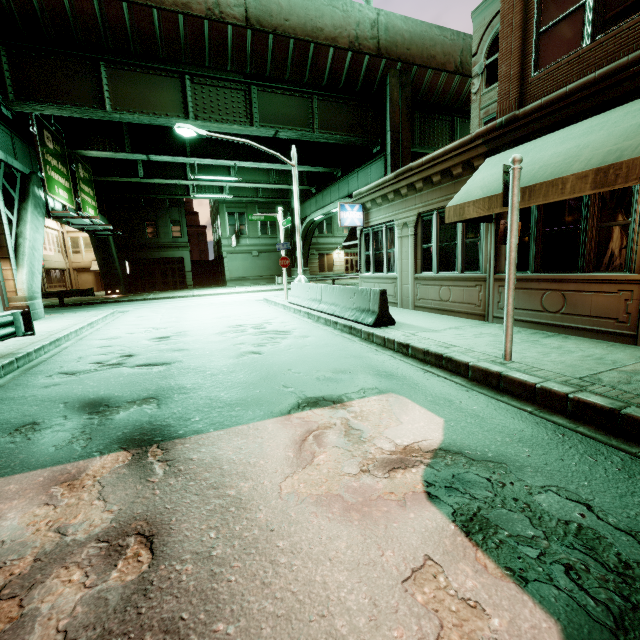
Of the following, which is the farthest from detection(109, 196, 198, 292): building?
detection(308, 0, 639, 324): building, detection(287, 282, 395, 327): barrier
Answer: detection(308, 0, 639, 324): building

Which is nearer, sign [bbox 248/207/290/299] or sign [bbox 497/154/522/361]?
sign [bbox 497/154/522/361]

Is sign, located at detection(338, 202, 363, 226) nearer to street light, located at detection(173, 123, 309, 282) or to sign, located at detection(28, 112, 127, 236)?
street light, located at detection(173, 123, 309, 282)

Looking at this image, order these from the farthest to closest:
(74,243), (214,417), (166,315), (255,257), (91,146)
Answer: (74,243)
(255,257)
(91,146)
(166,315)
(214,417)

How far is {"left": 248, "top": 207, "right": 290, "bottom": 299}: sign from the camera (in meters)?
15.93

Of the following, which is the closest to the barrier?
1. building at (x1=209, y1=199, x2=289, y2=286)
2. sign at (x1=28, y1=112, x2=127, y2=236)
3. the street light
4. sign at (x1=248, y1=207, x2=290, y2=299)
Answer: the street light

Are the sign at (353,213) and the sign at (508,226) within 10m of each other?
yes

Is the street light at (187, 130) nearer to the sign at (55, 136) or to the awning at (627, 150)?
the sign at (55, 136)
